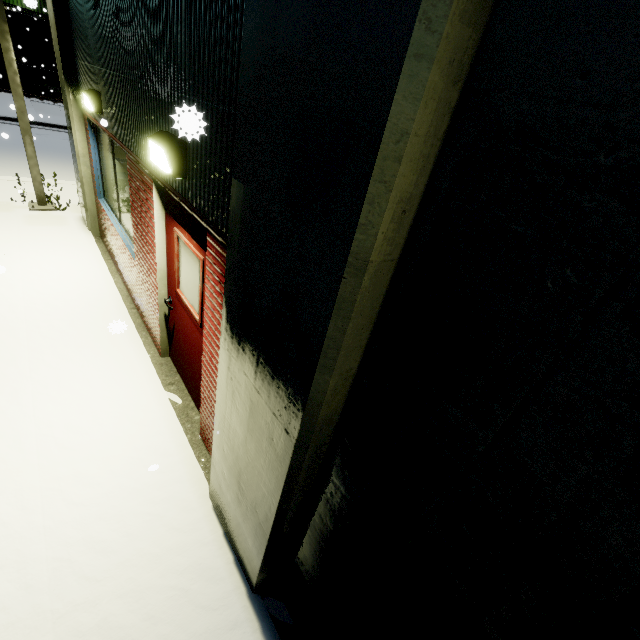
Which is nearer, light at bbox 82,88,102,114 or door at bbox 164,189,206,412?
door at bbox 164,189,206,412

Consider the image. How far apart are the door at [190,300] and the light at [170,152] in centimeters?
30cm

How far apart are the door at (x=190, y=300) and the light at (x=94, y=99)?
2.54m

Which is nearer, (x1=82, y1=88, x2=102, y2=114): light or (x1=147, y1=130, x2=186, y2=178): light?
(x1=147, y1=130, x2=186, y2=178): light

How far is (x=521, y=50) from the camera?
0.78m

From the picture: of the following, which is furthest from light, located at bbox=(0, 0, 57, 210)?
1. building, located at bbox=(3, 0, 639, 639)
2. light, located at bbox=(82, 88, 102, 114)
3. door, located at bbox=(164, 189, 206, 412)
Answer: door, located at bbox=(164, 189, 206, 412)

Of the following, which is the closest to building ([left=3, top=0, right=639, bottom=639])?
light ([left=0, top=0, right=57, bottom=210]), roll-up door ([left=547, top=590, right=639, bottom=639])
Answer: roll-up door ([left=547, top=590, right=639, bottom=639])

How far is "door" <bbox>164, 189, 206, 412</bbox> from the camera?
3.08m
